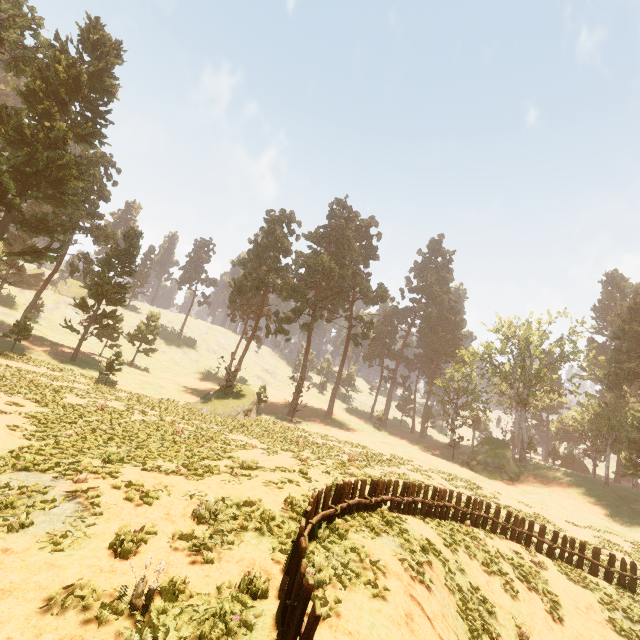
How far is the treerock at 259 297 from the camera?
36.3m

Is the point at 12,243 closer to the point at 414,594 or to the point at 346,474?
the point at 346,474

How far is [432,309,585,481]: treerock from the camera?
42.38m

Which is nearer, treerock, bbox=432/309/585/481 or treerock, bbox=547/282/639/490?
treerock, bbox=547/282/639/490

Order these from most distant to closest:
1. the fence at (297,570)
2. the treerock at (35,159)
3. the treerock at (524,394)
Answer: the treerock at (524,394) → the treerock at (35,159) → the fence at (297,570)

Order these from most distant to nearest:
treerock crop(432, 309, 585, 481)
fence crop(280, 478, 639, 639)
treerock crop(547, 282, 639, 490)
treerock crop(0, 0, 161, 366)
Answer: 1. treerock crop(432, 309, 585, 481)
2. treerock crop(547, 282, 639, 490)
3. treerock crop(0, 0, 161, 366)
4. fence crop(280, 478, 639, 639)

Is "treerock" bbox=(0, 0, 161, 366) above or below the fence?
above
